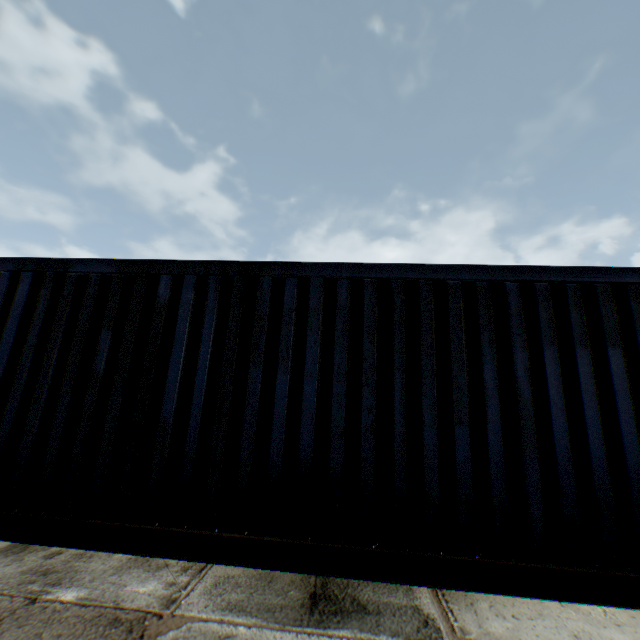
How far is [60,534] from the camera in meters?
3.1 m
